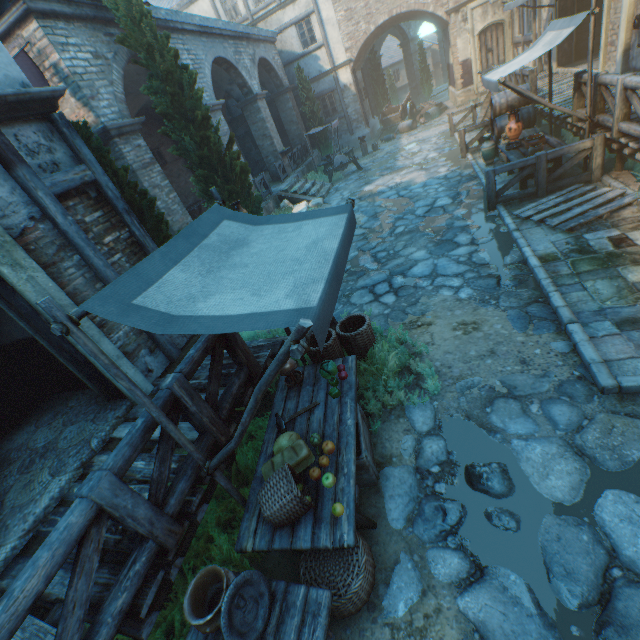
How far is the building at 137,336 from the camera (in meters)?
4.48

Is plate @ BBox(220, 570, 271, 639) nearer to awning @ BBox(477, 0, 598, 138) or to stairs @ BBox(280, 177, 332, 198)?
awning @ BBox(477, 0, 598, 138)

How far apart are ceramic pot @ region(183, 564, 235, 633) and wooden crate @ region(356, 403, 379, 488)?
1.2m

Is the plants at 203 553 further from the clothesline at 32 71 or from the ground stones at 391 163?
the clothesline at 32 71

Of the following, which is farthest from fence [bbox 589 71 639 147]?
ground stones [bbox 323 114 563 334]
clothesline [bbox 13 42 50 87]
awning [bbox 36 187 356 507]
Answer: clothesline [bbox 13 42 50 87]

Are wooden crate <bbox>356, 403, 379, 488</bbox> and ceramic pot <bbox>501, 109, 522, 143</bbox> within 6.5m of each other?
no

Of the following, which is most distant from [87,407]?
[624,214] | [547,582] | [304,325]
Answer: [624,214]

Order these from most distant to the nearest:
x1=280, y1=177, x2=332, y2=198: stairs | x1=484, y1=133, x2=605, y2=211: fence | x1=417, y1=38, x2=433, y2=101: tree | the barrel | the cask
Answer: x1=417, y1=38, x2=433, y2=101: tree < x1=280, y1=177, x2=332, y2=198: stairs < the cask < the barrel < x1=484, y1=133, x2=605, y2=211: fence
